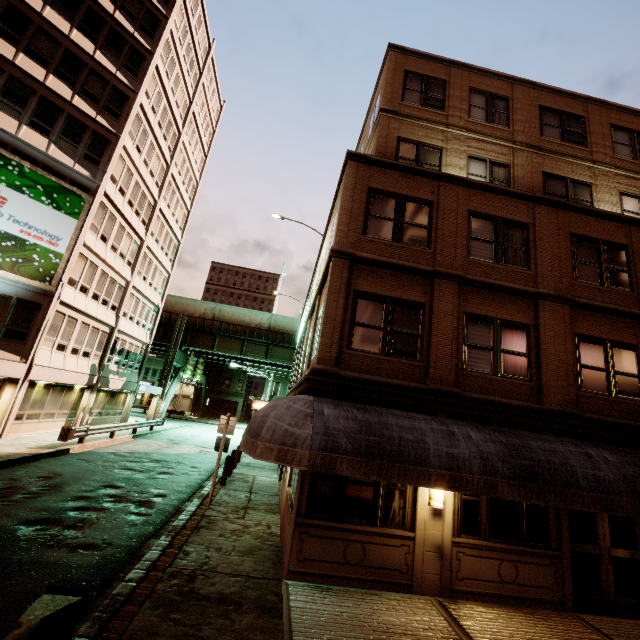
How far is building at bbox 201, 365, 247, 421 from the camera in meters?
58.3

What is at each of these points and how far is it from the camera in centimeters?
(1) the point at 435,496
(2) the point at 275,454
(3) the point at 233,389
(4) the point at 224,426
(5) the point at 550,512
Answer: (1) wall light, 788cm
(2) awning, 662cm
(3) building, 5903cm
(4) sign, 1199cm
(5) building, 835cm

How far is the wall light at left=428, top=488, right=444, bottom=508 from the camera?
Result: 7.82m

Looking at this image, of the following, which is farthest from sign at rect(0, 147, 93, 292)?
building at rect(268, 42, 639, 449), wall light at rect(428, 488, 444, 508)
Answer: wall light at rect(428, 488, 444, 508)

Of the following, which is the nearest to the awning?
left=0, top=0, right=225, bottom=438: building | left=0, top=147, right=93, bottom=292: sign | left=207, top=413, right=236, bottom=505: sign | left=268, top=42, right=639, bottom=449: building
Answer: left=268, top=42, right=639, bottom=449: building

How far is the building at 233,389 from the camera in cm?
5834

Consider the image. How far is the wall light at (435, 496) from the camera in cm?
782

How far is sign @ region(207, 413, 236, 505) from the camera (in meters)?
11.30
